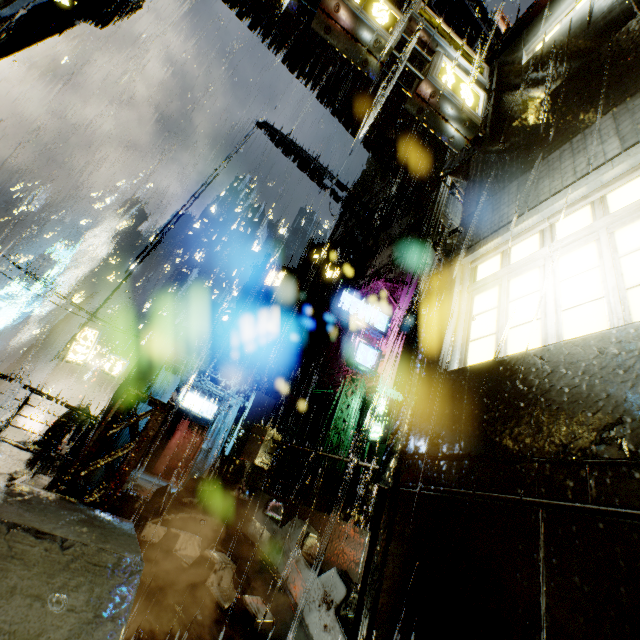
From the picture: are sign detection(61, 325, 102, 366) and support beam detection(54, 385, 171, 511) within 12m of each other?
no

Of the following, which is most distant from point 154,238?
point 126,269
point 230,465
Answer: point 230,465

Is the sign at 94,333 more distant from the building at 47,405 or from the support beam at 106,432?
the support beam at 106,432

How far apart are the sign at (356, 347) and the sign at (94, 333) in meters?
13.0

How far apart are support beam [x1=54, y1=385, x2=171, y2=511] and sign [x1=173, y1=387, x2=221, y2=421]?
12.7m

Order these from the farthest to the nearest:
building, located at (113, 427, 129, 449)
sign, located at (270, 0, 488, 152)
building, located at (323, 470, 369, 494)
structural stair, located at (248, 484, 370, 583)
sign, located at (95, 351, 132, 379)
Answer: sign, located at (95, 351, 132, 379)
building, located at (113, 427, 129, 449)
building, located at (323, 470, 369, 494)
structural stair, located at (248, 484, 370, 583)
sign, located at (270, 0, 488, 152)

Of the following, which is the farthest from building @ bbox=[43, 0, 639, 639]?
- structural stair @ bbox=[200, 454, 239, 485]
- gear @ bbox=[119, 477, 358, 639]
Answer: gear @ bbox=[119, 477, 358, 639]

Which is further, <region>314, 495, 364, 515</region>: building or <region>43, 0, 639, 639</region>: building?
<region>314, 495, 364, 515</region>: building
